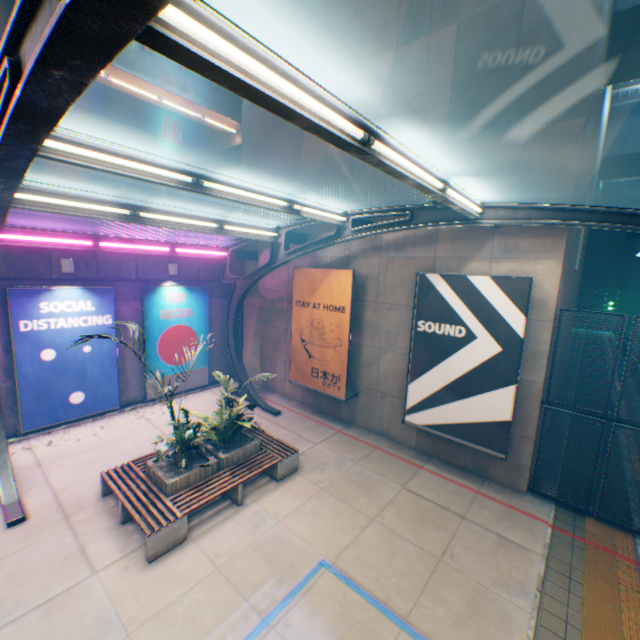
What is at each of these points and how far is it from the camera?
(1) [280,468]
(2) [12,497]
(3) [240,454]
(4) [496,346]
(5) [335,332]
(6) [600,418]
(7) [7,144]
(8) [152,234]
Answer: (1) bench, 8.3 meters
(2) canopy, 7.1 meters
(3) flower bed, 8.1 meters
(4) billboard, 7.7 meters
(5) billboard, 10.8 meters
(6) metal fence, 7.4 meters
(7) canopy, 3.1 meters
(8) concrete block, 11.8 meters

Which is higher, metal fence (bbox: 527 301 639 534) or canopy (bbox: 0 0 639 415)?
canopy (bbox: 0 0 639 415)

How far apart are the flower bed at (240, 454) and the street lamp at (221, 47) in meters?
7.2

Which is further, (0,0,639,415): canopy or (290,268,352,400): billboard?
(290,268,352,400): billboard

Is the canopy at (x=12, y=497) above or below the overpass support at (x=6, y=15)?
below

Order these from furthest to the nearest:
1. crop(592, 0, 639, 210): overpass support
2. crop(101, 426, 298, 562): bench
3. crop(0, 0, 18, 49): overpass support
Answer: crop(592, 0, 639, 210): overpass support → crop(0, 0, 18, 49): overpass support → crop(101, 426, 298, 562): bench

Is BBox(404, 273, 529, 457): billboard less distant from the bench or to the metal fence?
the metal fence

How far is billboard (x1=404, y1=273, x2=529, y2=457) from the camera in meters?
7.5
